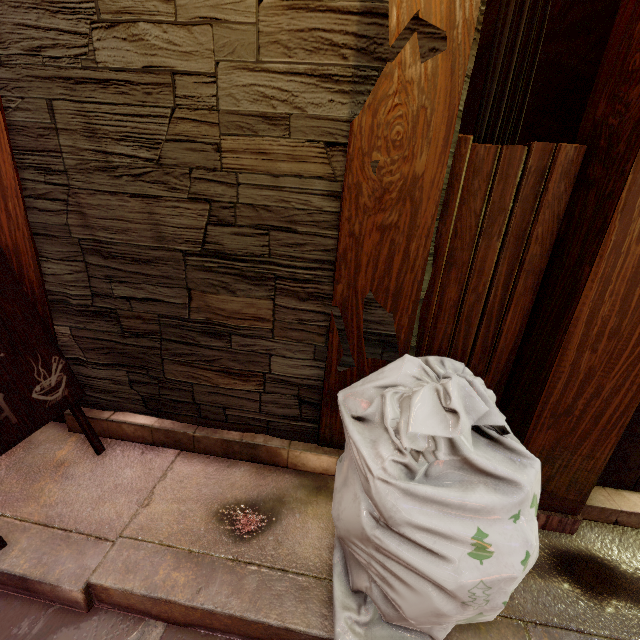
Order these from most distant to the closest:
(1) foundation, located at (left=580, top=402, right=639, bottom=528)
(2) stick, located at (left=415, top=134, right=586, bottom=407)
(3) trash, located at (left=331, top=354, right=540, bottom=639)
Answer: (1) foundation, located at (left=580, top=402, right=639, bottom=528), (2) stick, located at (left=415, top=134, right=586, bottom=407), (3) trash, located at (left=331, top=354, right=540, bottom=639)

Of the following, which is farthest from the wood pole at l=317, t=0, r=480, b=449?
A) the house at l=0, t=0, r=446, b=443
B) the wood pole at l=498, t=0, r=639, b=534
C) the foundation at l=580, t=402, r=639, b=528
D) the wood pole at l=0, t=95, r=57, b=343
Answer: the wood pole at l=0, t=95, r=57, b=343

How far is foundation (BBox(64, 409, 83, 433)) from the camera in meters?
3.7

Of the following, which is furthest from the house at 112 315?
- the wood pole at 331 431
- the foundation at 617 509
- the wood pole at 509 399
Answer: the foundation at 617 509

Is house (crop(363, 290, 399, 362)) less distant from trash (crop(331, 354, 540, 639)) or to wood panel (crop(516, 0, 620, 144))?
trash (crop(331, 354, 540, 639))

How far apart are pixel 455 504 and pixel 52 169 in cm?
419

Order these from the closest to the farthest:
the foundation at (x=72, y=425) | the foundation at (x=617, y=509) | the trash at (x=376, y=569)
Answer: the trash at (x=376, y=569)
the foundation at (x=617, y=509)
the foundation at (x=72, y=425)

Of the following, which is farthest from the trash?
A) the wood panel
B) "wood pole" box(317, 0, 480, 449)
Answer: the wood panel
